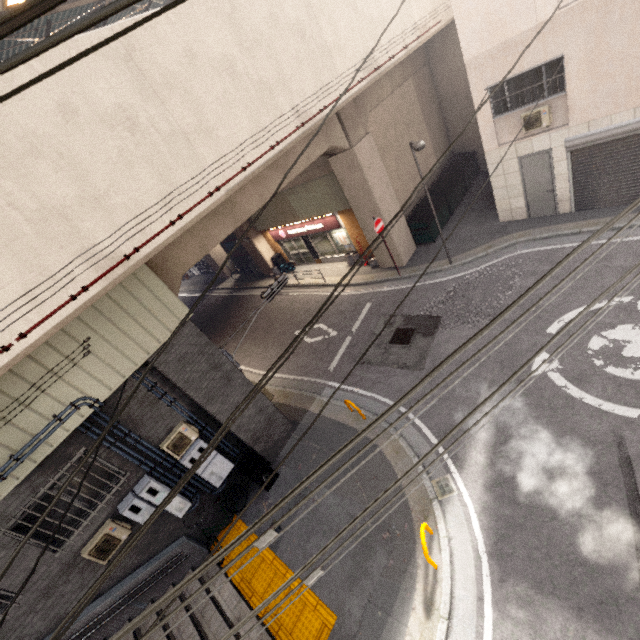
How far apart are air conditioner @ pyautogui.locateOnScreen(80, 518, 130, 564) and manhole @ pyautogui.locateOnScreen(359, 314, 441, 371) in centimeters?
785cm

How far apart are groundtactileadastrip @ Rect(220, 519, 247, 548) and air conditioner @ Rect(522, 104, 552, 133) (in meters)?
14.50

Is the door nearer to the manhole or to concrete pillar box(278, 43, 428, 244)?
concrete pillar box(278, 43, 428, 244)

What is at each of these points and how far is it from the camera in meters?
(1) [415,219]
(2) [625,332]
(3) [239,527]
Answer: (1) dumpster, 14.4 m
(2) ground decal, 7.8 m
(3) groundtactileadastrip, 9.0 m

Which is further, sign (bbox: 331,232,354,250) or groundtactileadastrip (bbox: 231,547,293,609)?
sign (bbox: 331,232,354,250)

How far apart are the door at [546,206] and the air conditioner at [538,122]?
0.8 meters

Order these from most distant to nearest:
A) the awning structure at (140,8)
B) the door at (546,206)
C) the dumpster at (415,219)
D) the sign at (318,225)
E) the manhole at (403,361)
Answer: the sign at (318,225), the dumpster at (415,219), the awning structure at (140,8), the door at (546,206), the manhole at (403,361)

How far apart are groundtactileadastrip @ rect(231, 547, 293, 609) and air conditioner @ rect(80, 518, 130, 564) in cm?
249
